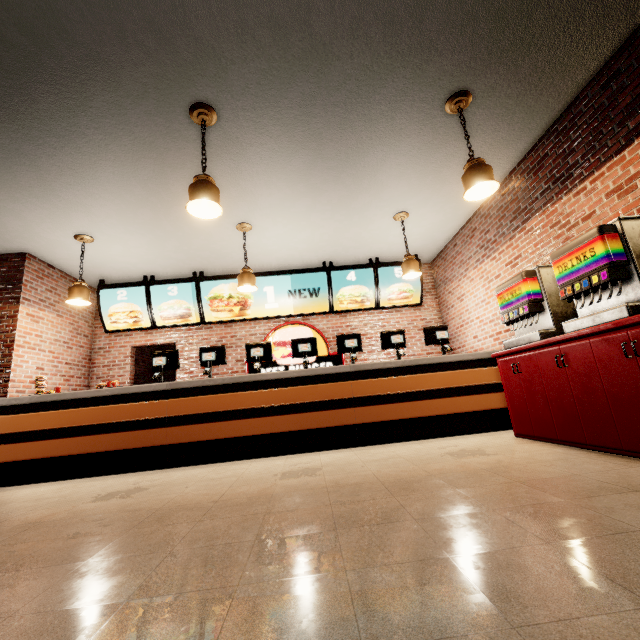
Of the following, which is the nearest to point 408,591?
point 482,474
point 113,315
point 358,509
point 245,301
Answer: point 358,509
